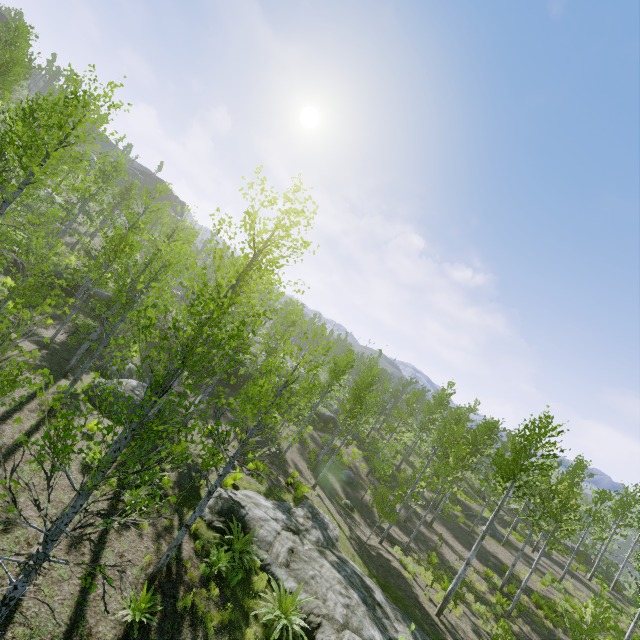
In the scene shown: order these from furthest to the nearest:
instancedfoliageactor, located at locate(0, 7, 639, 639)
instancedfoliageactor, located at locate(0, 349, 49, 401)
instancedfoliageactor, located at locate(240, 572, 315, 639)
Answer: instancedfoliageactor, located at locate(240, 572, 315, 639) < instancedfoliageactor, located at locate(0, 7, 639, 639) < instancedfoliageactor, located at locate(0, 349, 49, 401)

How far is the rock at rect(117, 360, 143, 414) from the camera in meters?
15.5 m

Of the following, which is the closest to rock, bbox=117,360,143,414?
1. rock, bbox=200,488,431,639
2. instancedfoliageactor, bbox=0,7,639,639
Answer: instancedfoliageactor, bbox=0,7,639,639

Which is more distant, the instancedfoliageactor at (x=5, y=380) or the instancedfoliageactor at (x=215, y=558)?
the instancedfoliageactor at (x=215, y=558)

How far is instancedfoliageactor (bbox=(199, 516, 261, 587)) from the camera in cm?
979

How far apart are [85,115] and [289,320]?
25.1 meters

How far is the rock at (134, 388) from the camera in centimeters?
1547cm
